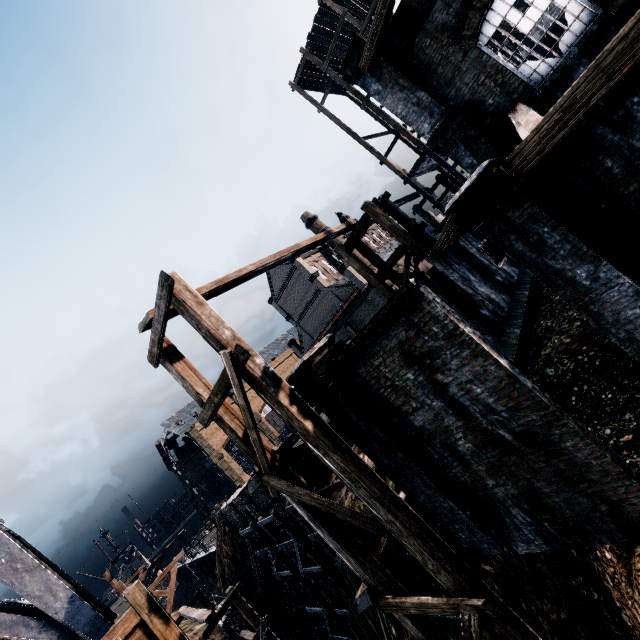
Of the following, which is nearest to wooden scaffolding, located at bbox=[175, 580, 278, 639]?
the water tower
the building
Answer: the water tower

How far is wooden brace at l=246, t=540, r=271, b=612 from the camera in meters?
29.9 m

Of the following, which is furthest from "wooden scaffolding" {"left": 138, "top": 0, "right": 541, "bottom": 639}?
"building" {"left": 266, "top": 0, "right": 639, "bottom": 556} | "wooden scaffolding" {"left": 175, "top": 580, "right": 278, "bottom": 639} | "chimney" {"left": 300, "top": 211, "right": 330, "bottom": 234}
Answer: "chimney" {"left": 300, "top": 211, "right": 330, "bottom": 234}

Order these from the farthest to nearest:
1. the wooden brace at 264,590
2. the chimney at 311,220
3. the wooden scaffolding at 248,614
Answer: the chimney at 311,220 → the wooden brace at 264,590 → the wooden scaffolding at 248,614

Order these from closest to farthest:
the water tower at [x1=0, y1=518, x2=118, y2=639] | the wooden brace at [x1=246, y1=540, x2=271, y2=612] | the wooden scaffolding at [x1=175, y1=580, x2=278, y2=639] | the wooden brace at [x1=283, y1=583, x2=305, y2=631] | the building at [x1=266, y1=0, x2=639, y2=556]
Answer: the building at [x1=266, y1=0, x2=639, y2=556]
the water tower at [x1=0, y1=518, x2=118, y2=639]
the wooden scaffolding at [x1=175, y1=580, x2=278, y2=639]
the wooden brace at [x1=283, y1=583, x2=305, y2=631]
the wooden brace at [x1=246, y1=540, x2=271, y2=612]

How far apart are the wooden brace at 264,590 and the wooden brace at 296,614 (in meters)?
4.38

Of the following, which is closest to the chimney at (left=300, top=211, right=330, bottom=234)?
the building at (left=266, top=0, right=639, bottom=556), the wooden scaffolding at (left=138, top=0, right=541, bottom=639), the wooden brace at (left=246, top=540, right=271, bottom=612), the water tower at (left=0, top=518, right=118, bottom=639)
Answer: the building at (left=266, top=0, right=639, bottom=556)

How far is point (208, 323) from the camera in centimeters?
841cm
